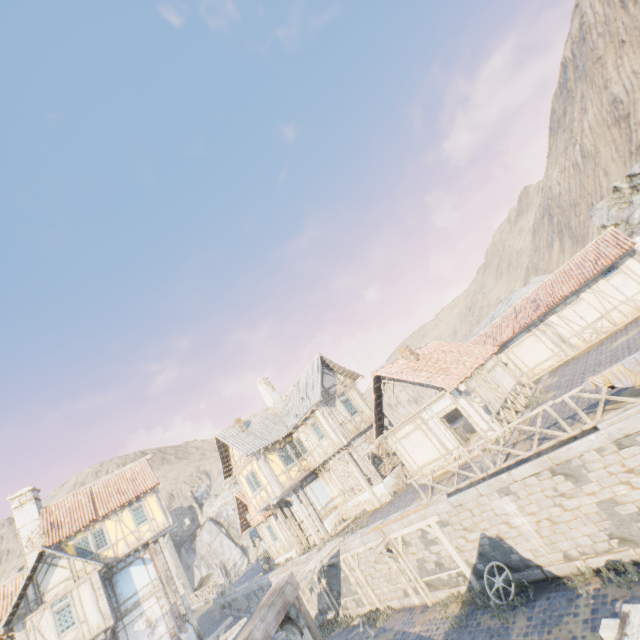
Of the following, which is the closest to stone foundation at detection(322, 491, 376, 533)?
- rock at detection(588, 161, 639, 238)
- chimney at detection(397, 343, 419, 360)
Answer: chimney at detection(397, 343, 419, 360)

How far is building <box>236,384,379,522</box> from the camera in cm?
2073

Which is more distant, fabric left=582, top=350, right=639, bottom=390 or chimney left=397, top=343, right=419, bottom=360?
chimney left=397, top=343, right=419, bottom=360

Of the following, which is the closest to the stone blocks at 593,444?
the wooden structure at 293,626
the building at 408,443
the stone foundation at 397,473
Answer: the wooden structure at 293,626

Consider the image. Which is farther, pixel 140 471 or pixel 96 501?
pixel 140 471

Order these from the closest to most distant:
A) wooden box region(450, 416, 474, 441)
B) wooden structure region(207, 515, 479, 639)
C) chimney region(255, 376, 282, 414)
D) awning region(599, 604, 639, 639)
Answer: wooden structure region(207, 515, 479, 639) < awning region(599, 604, 639, 639) < wooden box region(450, 416, 474, 441) < chimney region(255, 376, 282, 414)

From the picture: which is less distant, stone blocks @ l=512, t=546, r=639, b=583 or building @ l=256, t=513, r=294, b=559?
stone blocks @ l=512, t=546, r=639, b=583

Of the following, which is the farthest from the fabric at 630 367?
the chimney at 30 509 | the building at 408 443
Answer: the chimney at 30 509
